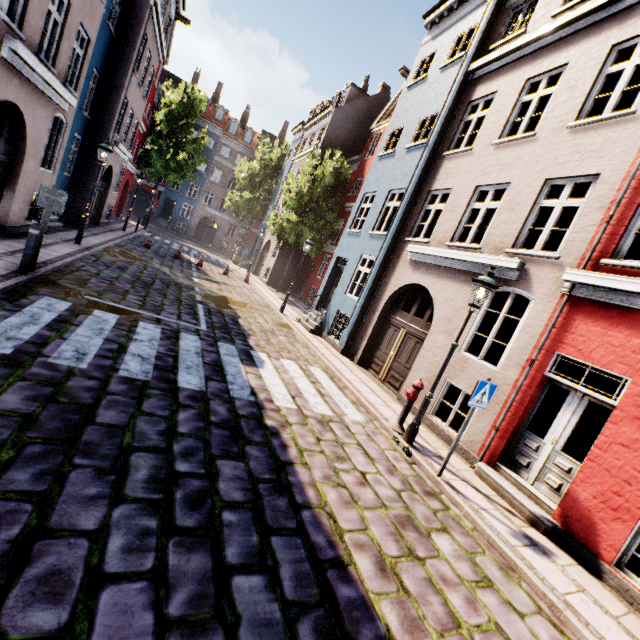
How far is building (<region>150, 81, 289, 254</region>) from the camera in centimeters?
3972cm

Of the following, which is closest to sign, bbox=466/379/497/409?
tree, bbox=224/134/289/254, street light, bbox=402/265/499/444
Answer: street light, bbox=402/265/499/444

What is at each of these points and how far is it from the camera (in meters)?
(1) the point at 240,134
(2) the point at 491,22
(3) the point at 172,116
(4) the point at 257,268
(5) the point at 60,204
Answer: (1) building, 41.84
(2) building, 10.45
(3) tree, 28.11
(4) building, 29.20
(5) sign, 7.12

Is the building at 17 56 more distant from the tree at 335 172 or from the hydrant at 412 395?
the hydrant at 412 395

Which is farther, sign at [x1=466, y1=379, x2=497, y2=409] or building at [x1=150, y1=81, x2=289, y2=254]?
building at [x1=150, y1=81, x2=289, y2=254]

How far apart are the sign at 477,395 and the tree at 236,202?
32.69m

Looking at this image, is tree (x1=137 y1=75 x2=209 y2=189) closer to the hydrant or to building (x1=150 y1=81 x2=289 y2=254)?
building (x1=150 y1=81 x2=289 y2=254)

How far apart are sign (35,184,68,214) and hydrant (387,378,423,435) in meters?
8.6
